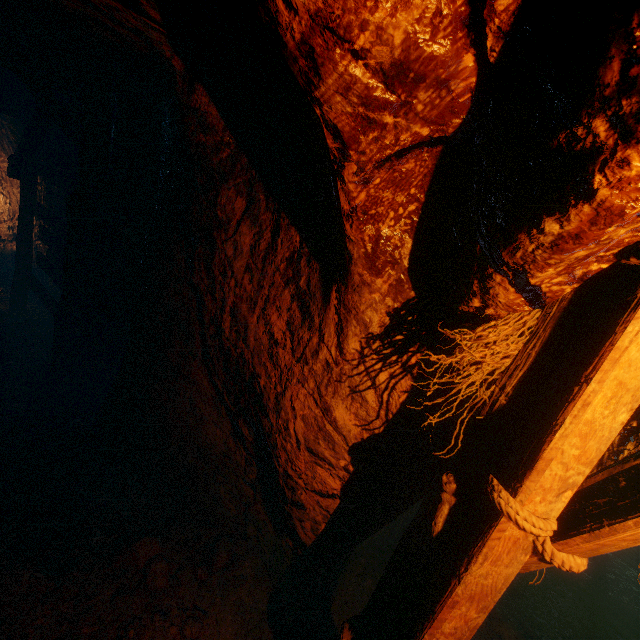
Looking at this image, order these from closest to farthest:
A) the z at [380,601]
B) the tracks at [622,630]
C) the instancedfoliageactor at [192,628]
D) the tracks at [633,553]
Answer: the z at [380,601], the instancedfoliageactor at [192,628], the tracks at [622,630], the tracks at [633,553]

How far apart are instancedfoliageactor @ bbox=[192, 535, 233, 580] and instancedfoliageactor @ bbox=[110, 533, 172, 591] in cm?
24

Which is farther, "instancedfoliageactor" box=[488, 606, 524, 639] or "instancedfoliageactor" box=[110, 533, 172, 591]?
"instancedfoliageactor" box=[488, 606, 524, 639]

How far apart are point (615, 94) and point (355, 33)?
0.71m

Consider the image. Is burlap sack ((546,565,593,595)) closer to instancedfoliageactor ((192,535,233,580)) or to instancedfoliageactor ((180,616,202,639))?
instancedfoliageactor ((192,535,233,580))

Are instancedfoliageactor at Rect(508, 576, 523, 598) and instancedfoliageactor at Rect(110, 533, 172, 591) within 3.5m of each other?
no

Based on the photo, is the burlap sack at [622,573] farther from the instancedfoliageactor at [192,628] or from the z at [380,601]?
the instancedfoliageactor at [192,628]

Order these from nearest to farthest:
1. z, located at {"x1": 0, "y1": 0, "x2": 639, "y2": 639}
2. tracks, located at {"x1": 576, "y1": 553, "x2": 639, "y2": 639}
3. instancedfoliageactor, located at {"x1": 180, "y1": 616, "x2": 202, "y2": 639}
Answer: z, located at {"x1": 0, "y1": 0, "x2": 639, "y2": 639}
instancedfoliageactor, located at {"x1": 180, "y1": 616, "x2": 202, "y2": 639}
tracks, located at {"x1": 576, "y1": 553, "x2": 639, "y2": 639}
